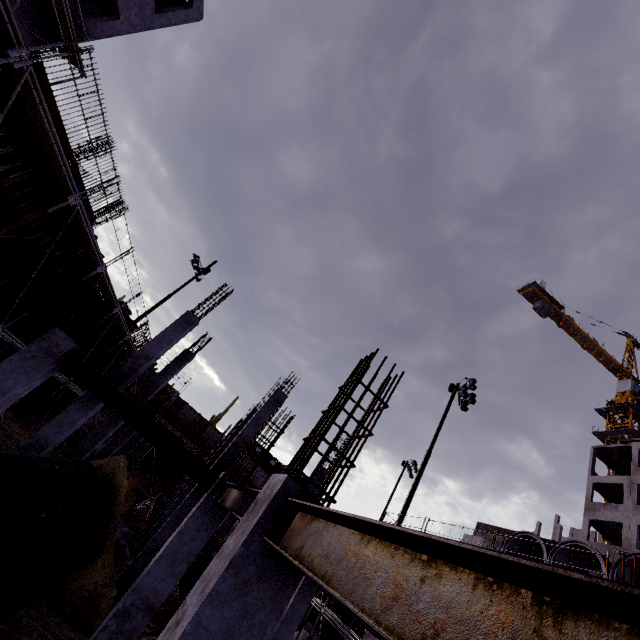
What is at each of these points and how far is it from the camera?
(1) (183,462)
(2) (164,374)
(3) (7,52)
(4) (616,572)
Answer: (1) steel beam, 7.3 meters
(2) concrete column, 16.8 meters
(3) scaffolding, 6.2 meters
(4) concrete pipe, 8.8 meters

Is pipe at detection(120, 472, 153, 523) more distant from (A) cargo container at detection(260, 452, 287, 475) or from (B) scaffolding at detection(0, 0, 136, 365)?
(A) cargo container at detection(260, 452, 287, 475)

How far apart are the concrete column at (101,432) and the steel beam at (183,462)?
9.5 meters

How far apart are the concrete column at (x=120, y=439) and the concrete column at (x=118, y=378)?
9.35m

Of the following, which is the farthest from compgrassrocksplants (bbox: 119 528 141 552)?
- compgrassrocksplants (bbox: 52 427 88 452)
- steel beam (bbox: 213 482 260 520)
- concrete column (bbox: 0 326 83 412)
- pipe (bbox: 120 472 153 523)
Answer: steel beam (bbox: 213 482 260 520)

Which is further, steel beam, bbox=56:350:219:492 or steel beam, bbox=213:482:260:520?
steel beam, bbox=56:350:219:492

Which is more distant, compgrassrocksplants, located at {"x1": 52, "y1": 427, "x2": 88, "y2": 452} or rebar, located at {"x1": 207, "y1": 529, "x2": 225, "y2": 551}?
compgrassrocksplants, located at {"x1": 52, "y1": 427, "x2": 88, "y2": 452}

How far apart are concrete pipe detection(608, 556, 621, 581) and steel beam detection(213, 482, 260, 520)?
10.08m
